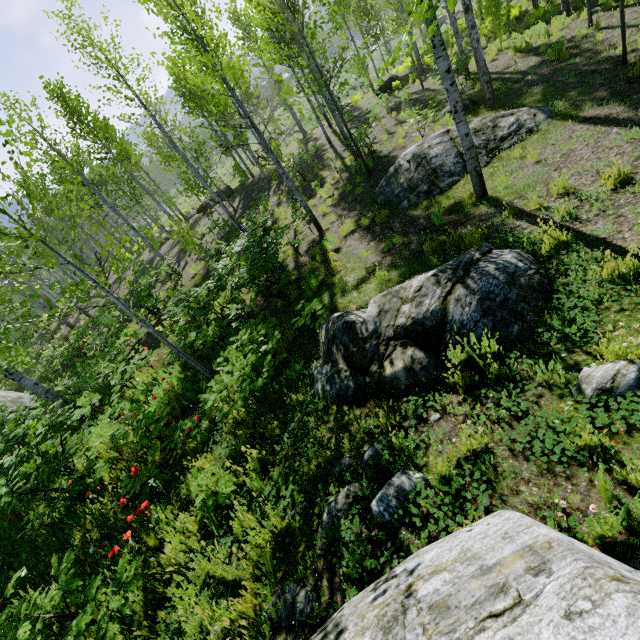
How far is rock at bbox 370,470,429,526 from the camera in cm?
257

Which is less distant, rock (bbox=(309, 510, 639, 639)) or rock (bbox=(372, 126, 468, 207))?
rock (bbox=(309, 510, 639, 639))

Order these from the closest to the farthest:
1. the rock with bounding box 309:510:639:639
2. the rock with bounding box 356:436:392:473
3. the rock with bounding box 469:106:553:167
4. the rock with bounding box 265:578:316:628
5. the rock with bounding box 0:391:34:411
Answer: the rock with bounding box 309:510:639:639
the rock with bounding box 265:578:316:628
the rock with bounding box 356:436:392:473
the rock with bounding box 469:106:553:167
the rock with bounding box 0:391:34:411

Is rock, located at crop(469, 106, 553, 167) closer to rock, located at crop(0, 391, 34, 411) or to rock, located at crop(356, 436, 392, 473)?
rock, located at crop(356, 436, 392, 473)

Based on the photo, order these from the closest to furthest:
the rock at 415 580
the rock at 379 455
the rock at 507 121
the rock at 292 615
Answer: the rock at 415 580 < the rock at 292 615 < the rock at 379 455 < the rock at 507 121

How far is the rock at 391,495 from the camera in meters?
2.6

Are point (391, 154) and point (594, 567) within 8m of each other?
no
